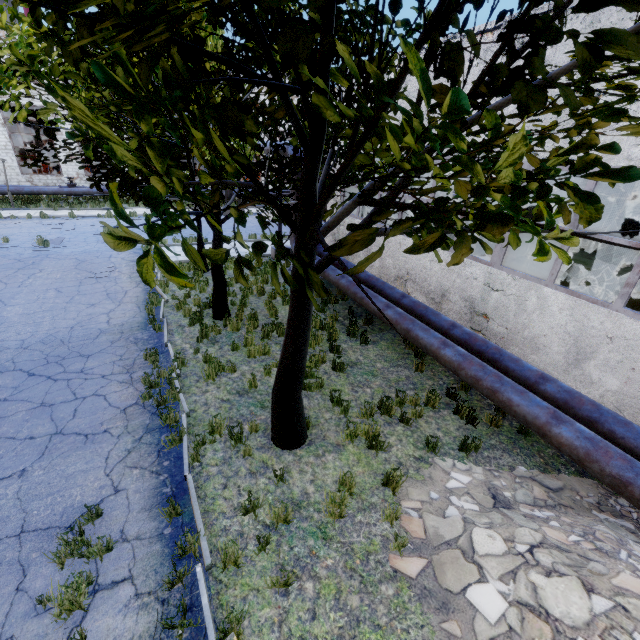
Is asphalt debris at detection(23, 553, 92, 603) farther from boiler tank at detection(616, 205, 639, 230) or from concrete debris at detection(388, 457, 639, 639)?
boiler tank at detection(616, 205, 639, 230)

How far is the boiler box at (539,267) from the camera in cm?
824

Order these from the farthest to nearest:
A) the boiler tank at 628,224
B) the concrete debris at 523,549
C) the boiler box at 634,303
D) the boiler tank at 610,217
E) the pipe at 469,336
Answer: the boiler tank at 610,217 < the boiler tank at 628,224 < the boiler box at 634,303 < the pipe at 469,336 < the concrete debris at 523,549

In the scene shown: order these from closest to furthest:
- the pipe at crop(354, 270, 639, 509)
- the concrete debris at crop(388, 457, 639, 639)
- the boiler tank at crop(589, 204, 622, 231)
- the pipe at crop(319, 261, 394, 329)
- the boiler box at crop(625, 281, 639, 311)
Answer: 1. the concrete debris at crop(388, 457, 639, 639)
2. the pipe at crop(354, 270, 639, 509)
3. the boiler box at crop(625, 281, 639, 311)
4. the pipe at crop(319, 261, 394, 329)
5. the boiler tank at crop(589, 204, 622, 231)

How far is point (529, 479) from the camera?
5.86m

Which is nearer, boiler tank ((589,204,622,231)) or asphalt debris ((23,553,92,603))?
asphalt debris ((23,553,92,603))

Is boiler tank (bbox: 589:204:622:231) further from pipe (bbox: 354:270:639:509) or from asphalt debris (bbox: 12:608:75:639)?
asphalt debris (bbox: 12:608:75:639)

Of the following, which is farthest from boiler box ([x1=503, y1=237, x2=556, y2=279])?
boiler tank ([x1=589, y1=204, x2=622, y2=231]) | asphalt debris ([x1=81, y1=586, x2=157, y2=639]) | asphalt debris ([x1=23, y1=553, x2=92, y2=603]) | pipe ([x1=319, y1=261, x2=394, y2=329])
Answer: A: asphalt debris ([x1=23, y1=553, x2=92, y2=603])
